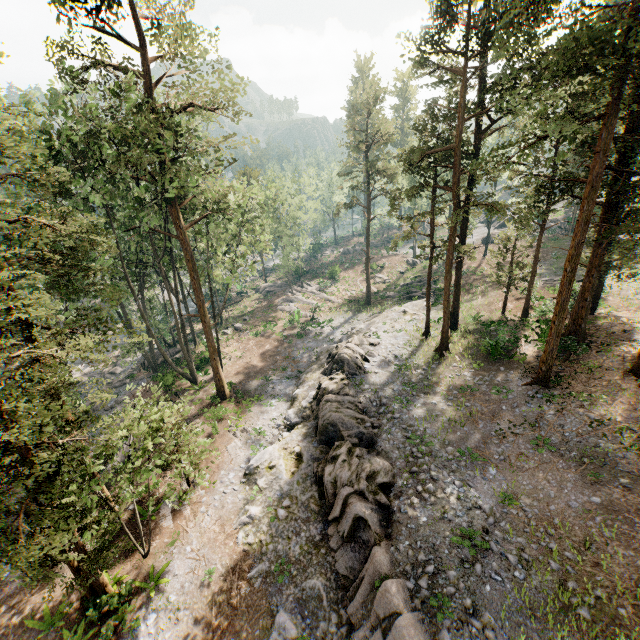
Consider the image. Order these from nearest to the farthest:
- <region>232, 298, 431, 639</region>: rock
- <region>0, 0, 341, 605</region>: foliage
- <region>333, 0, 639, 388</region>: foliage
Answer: <region>0, 0, 341, 605</region>: foliage → <region>232, 298, 431, 639</region>: rock → <region>333, 0, 639, 388</region>: foliage

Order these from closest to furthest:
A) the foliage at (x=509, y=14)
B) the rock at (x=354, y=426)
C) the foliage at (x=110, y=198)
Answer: the foliage at (x=110, y=198) < the rock at (x=354, y=426) < the foliage at (x=509, y=14)

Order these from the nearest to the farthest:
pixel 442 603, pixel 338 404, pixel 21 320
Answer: pixel 442 603 → pixel 21 320 → pixel 338 404

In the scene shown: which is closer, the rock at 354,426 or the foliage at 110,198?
the foliage at 110,198

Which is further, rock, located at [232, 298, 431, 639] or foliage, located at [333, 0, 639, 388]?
foliage, located at [333, 0, 639, 388]

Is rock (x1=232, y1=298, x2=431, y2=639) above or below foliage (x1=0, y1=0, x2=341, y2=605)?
below
